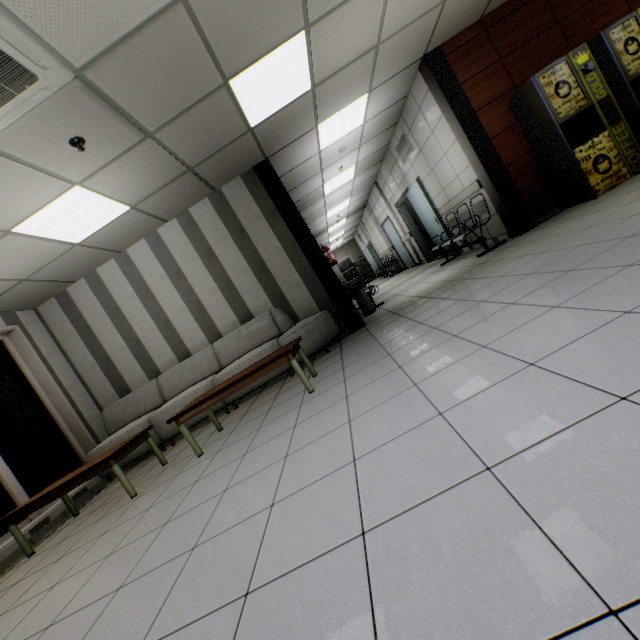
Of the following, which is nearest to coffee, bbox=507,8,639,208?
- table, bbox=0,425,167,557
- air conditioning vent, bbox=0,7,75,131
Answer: air conditioning vent, bbox=0,7,75,131

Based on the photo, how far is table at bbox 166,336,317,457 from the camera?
3.35m

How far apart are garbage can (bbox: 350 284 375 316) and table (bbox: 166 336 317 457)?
2.7 meters

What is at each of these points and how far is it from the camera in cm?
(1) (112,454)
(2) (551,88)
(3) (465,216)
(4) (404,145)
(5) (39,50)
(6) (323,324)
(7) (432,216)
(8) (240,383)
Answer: (1) table, 339
(2) coffee, 446
(3) chair, 642
(4) ventilation grill, 749
(5) air conditioning vent, 220
(6) sofa, 513
(7) door, 771
(8) table, 341

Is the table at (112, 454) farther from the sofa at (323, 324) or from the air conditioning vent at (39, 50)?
the air conditioning vent at (39, 50)

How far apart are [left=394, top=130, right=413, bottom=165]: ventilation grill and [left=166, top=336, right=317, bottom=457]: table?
5.63m

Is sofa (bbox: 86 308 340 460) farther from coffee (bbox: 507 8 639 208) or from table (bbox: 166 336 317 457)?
coffee (bbox: 507 8 639 208)

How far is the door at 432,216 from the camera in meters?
7.4
